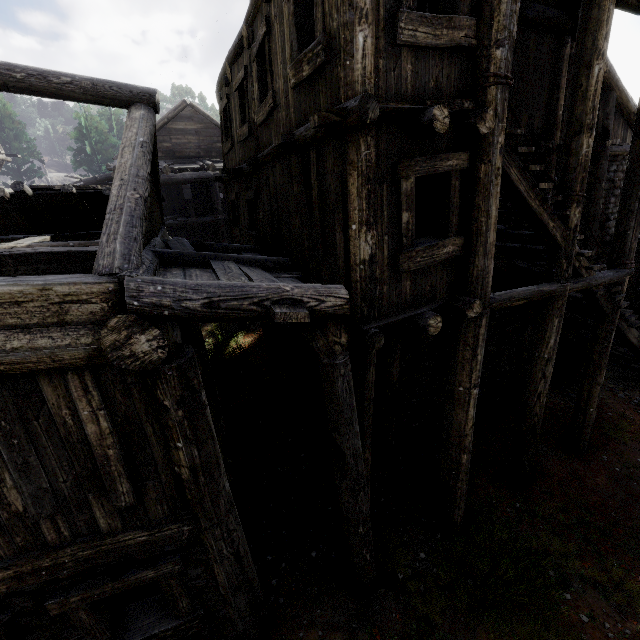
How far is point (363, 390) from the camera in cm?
506
